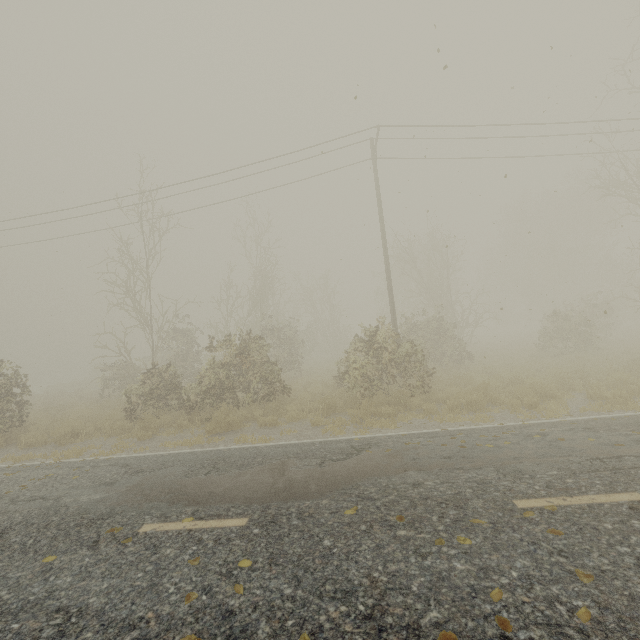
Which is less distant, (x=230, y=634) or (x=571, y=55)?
(x=230, y=634)
